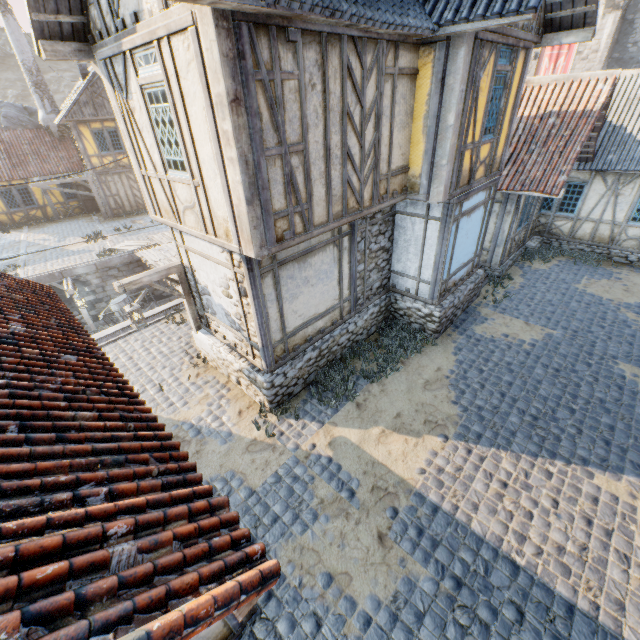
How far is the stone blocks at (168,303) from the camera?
11.41m

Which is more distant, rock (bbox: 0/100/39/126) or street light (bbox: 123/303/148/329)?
rock (bbox: 0/100/39/126)

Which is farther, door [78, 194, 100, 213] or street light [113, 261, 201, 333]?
door [78, 194, 100, 213]

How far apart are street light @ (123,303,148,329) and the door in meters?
21.5

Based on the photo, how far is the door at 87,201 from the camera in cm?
2352

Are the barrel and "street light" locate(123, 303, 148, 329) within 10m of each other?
yes

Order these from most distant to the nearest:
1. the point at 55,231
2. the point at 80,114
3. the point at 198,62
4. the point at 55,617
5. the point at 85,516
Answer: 1. the point at 55,231
2. the point at 80,114
3. the point at 198,62
4. the point at 85,516
5. the point at 55,617

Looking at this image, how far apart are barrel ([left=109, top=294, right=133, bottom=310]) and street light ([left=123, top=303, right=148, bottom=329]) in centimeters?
897cm
